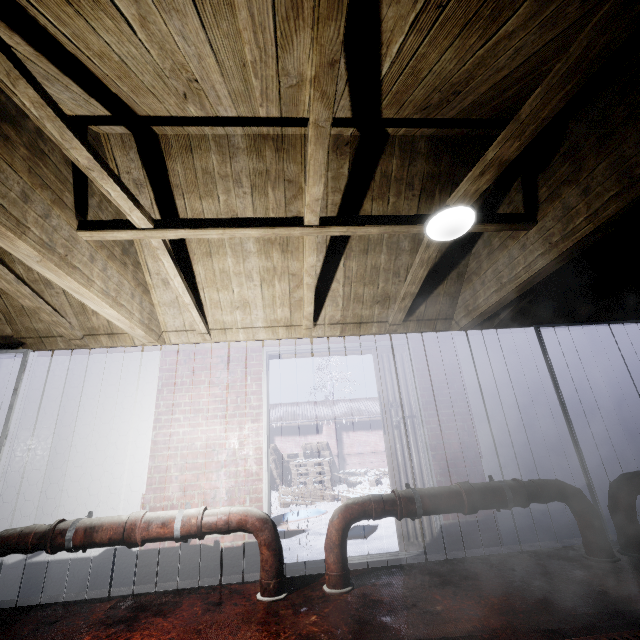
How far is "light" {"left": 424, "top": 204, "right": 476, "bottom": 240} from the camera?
2.0m

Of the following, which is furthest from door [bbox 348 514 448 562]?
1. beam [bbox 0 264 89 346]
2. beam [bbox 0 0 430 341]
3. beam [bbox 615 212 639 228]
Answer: beam [bbox 0 264 89 346]

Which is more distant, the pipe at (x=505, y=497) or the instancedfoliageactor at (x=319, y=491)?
the instancedfoliageactor at (x=319, y=491)

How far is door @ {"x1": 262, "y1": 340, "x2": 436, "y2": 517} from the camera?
3.1 meters

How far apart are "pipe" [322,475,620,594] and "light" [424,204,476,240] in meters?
1.9 m

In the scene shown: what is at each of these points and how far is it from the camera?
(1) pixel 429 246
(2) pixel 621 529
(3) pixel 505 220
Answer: (1) beam, 2.4m
(2) pipe, 2.5m
(3) beam, 2.2m

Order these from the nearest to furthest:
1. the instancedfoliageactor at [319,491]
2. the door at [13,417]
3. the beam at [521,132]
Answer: the beam at [521,132] < the door at [13,417] < the instancedfoliageactor at [319,491]

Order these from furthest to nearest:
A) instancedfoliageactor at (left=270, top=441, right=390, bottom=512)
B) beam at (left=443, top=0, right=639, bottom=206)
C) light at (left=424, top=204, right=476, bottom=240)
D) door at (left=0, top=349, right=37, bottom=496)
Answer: instancedfoliageactor at (left=270, top=441, right=390, bottom=512), door at (left=0, top=349, right=37, bottom=496), light at (left=424, top=204, right=476, bottom=240), beam at (left=443, top=0, right=639, bottom=206)
